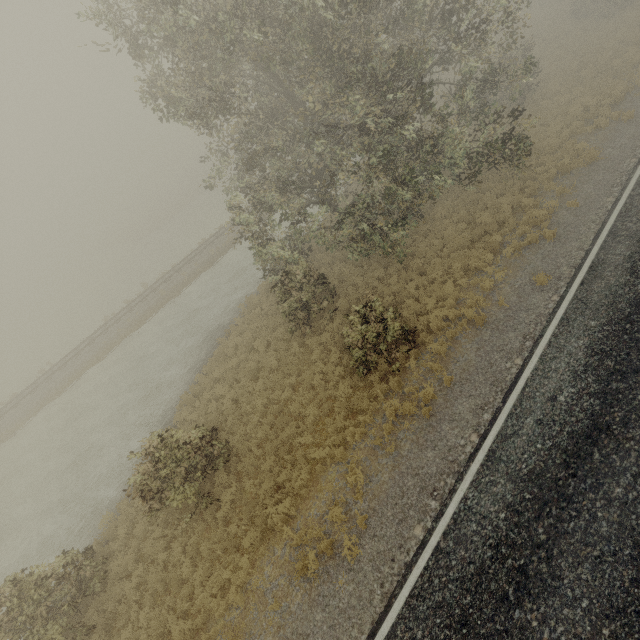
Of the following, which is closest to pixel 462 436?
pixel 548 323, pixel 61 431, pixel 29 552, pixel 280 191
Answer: pixel 548 323
